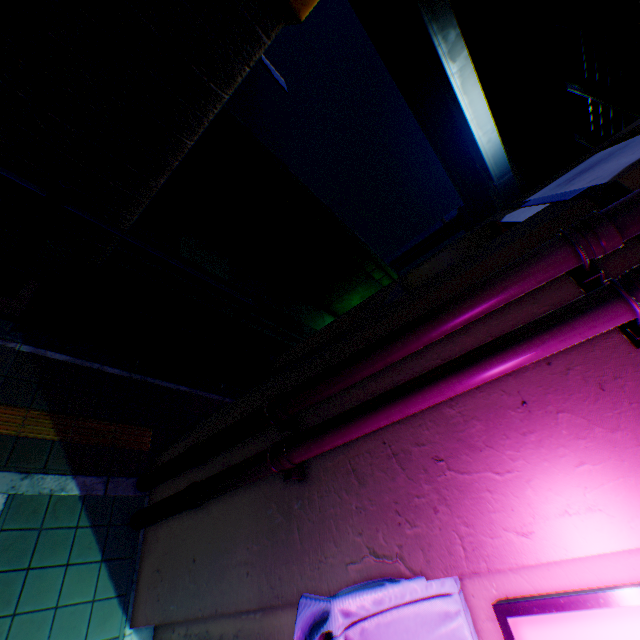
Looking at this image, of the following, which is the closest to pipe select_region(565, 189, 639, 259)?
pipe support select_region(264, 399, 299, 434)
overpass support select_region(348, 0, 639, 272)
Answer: pipe support select_region(264, 399, 299, 434)

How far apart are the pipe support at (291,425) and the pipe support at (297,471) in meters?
0.1

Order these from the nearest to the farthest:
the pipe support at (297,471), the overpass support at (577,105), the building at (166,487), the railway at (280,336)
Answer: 1. the pipe support at (297,471)
2. the building at (166,487)
3. the overpass support at (577,105)
4. the railway at (280,336)

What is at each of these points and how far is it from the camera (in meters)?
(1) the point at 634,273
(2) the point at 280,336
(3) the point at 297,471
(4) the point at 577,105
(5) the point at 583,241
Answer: (1) pipe, 1.53
(2) railway, 19.52
(3) pipe support, 2.73
(4) overpass support, 8.94
(5) pipe, 1.74

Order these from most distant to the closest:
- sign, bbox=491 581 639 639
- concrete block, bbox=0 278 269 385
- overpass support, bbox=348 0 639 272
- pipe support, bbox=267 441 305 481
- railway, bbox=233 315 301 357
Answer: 1. railway, bbox=233 315 301 357
2. overpass support, bbox=348 0 639 272
3. concrete block, bbox=0 278 269 385
4. pipe support, bbox=267 441 305 481
5. sign, bbox=491 581 639 639

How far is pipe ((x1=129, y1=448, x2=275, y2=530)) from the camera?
2.7m

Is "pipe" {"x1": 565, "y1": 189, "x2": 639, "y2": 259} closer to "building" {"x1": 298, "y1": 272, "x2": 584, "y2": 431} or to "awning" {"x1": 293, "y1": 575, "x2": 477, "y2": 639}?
"building" {"x1": 298, "y1": 272, "x2": 584, "y2": 431}

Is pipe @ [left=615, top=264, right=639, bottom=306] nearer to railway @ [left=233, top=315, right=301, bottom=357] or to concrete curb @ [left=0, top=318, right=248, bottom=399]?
concrete curb @ [left=0, top=318, right=248, bottom=399]
